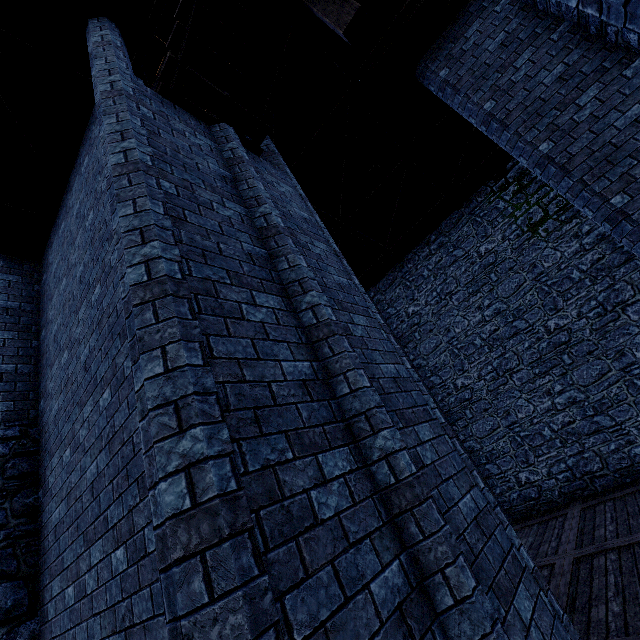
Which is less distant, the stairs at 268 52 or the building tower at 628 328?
the stairs at 268 52

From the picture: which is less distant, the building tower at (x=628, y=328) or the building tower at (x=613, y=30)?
the building tower at (x=613, y=30)

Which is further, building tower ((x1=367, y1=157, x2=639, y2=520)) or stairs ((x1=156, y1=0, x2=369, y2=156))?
building tower ((x1=367, y1=157, x2=639, y2=520))

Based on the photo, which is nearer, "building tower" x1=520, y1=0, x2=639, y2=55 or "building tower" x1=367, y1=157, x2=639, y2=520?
"building tower" x1=520, y1=0, x2=639, y2=55

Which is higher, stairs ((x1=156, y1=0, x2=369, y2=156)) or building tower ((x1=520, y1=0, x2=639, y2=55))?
stairs ((x1=156, y1=0, x2=369, y2=156))

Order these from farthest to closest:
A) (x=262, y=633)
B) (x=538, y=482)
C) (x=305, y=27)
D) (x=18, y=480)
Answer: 1. (x=538, y=482)
2. (x=305, y=27)
3. (x=18, y=480)
4. (x=262, y=633)
